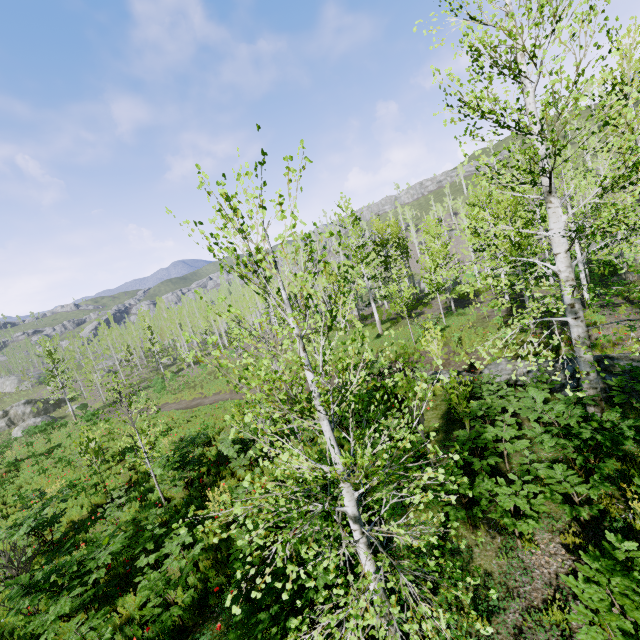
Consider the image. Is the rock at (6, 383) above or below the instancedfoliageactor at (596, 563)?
above

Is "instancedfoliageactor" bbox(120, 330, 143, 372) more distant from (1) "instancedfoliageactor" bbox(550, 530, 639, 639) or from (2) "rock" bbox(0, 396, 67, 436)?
(2) "rock" bbox(0, 396, 67, 436)

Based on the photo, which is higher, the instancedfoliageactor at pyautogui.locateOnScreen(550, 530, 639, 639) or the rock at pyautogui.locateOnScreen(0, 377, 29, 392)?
the rock at pyautogui.locateOnScreen(0, 377, 29, 392)

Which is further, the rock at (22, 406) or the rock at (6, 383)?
the rock at (6, 383)

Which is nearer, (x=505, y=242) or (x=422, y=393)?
(x=422, y=393)

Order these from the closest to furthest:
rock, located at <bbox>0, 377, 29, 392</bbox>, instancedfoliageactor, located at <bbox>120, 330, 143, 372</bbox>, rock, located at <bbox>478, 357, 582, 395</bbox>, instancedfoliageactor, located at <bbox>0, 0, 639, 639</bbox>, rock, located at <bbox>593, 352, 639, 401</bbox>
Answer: instancedfoliageactor, located at <bbox>0, 0, 639, 639</bbox>
rock, located at <bbox>593, 352, 639, 401</bbox>
rock, located at <bbox>478, 357, 582, 395</bbox>
instancedfoliageactor, located at <bbox>120, 330, 143, 372</bbox>
rock, located at <bbox>0, 377, 29, 392</bbox>

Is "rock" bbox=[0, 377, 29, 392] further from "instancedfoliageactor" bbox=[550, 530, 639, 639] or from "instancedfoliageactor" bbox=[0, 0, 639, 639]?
"instancedfoliageactor" bbox=[550, 530, 639, 639]

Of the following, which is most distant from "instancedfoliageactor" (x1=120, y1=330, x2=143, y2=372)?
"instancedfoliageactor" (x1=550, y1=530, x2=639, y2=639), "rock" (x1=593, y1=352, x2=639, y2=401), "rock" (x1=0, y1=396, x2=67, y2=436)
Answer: "rock" (x1=0, y1=396, x2=67, y2=436)
